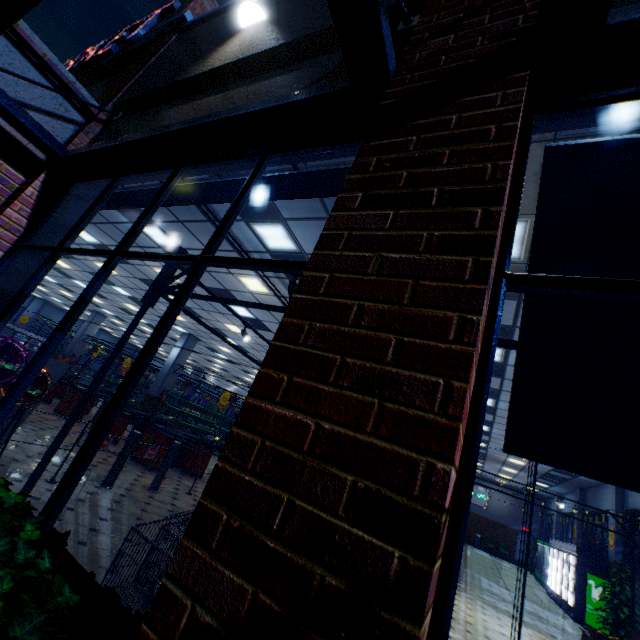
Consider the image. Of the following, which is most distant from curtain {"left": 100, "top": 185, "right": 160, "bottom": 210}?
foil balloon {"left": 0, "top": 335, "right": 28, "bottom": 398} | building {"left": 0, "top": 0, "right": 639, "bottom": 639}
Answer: foil balloon {"left": 0, "top": 335, "right": 28, "bottom": 398}

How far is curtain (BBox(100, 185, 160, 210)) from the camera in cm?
375

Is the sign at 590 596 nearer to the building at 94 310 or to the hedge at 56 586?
the building at 94 310

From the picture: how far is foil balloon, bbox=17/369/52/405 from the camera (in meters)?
4.77

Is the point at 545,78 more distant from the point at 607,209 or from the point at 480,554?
the point at 480,554

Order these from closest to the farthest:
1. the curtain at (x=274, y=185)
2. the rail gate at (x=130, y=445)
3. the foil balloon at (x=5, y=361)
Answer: the curtain at (x=274, y=185) → the foil balloon at (x=5, y=361) → the rail gate at (x=130, y=445)

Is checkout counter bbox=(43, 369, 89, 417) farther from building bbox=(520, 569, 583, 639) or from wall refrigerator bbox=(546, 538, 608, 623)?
wall refrigerator bbox=(546, 538, 608, 623)

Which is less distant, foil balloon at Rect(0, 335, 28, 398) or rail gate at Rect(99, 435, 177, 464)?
foil balloon at Rect(0, 335, 28, 398)
